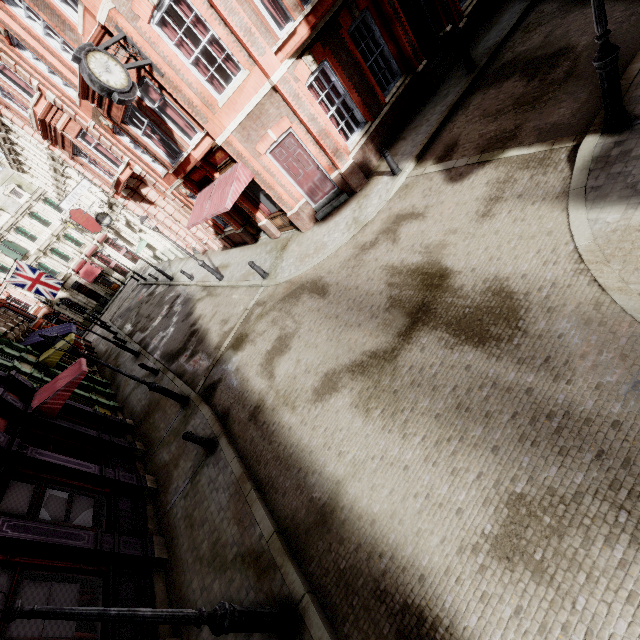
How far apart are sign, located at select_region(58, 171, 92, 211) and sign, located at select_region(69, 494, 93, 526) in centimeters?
1964cm

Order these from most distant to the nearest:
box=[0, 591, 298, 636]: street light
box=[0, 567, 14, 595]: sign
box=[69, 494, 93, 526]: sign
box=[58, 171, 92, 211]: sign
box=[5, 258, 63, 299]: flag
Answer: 1. box=[5, 258, 63, 299]: flag
2. box=[58, 171, 92, 211]: sign
3. box=[69, 494, 93, 526]: sign
4. box=[0, 567, 14, 595]: sign
5. box=[0, 591, 298, 636]: street light

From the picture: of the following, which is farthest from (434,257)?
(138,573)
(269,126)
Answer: (138,573)

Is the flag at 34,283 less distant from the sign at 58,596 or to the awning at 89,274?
the awning at 89,274

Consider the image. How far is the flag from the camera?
24.4m

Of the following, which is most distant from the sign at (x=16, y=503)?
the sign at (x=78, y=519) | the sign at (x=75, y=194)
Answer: the sign at (x=75, y=194)

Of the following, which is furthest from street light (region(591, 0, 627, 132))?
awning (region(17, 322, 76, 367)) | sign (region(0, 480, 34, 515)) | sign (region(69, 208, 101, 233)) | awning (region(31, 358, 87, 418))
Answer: → sign (region(69, 208, 101, 233))

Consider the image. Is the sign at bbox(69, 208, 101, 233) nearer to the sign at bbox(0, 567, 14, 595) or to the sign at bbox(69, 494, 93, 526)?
the sign at bbox(69, 494, 93, 526)
